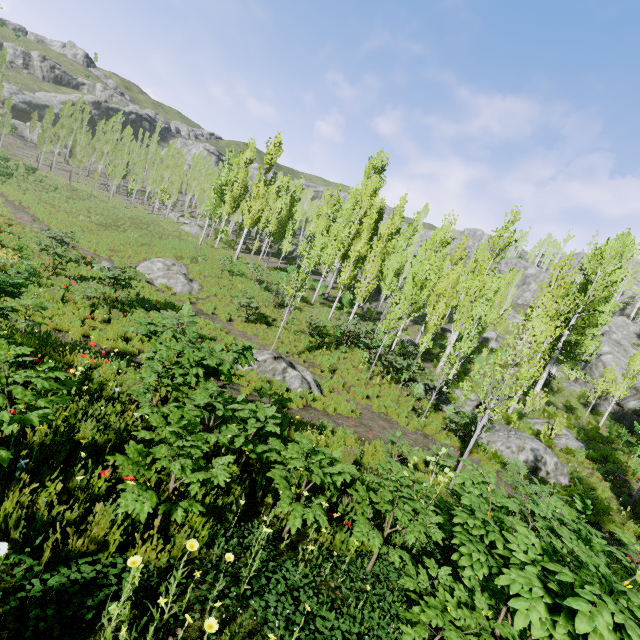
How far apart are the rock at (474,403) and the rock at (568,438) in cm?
272

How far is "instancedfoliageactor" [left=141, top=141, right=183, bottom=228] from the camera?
41.0m

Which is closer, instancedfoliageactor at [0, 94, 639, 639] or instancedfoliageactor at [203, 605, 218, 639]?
instancedfoliageactor at [203, 605, 218, 639]

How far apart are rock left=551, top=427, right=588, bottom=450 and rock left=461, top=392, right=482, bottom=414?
2.7 meters

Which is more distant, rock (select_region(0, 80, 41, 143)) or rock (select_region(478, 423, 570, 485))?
rock (select_region(0, 80, 41, 143))

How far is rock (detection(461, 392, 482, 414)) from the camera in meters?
19.1 m

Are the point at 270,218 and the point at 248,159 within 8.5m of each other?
yes

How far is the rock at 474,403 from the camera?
19.1m
